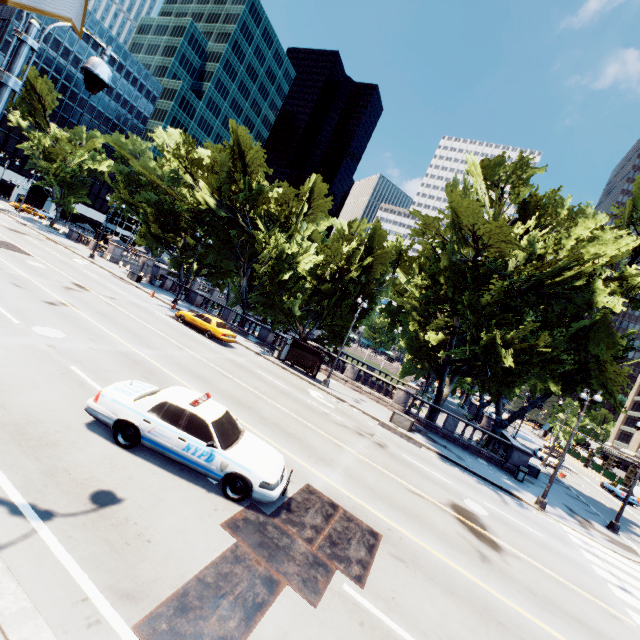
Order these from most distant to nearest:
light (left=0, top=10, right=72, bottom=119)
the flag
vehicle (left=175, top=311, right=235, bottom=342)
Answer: vehicle (left=175, top=311, right=235, bottom=342)
light (left=0, top=10, right=72, bottom=119)
the flag

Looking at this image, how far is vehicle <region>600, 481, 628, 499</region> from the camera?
36.3m

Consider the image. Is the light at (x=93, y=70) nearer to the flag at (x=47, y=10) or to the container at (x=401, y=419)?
the flag at (x=47, y=10)

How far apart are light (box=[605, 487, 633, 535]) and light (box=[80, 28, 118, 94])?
31.2 meters

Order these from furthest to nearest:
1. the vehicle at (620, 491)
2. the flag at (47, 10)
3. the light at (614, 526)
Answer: the vehicle at (620, 491)
the light at (614, 526)
the flag at (47, 10)

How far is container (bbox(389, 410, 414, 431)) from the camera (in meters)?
22.30

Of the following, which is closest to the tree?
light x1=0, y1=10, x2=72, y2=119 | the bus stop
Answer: the bus stop

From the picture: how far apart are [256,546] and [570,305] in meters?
24.9
